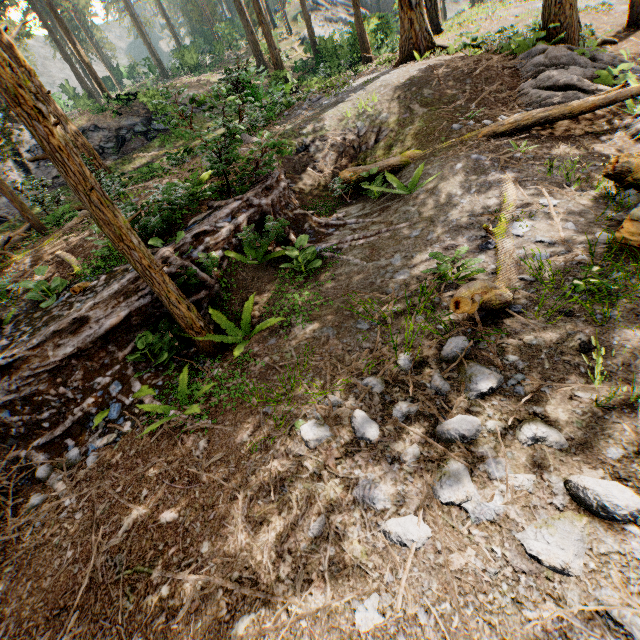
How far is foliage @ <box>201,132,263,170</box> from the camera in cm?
706

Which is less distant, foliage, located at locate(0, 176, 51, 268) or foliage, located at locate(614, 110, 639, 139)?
foliage, located at locate(614, 110, 639, 139)

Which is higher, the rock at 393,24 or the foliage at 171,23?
the foliage at 171,23

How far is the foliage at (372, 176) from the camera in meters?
8.4

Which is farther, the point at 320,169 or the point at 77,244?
the point at 320,169

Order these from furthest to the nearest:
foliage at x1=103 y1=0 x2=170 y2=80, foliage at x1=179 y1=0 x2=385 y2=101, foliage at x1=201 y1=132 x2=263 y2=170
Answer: foliage at x1=103 y1=0 x2=170 y2=80 < foliage at x1=179 y1=0 x2=385 y2=101 < foliage at x1=201 y1=132 x2=263 y2=170
